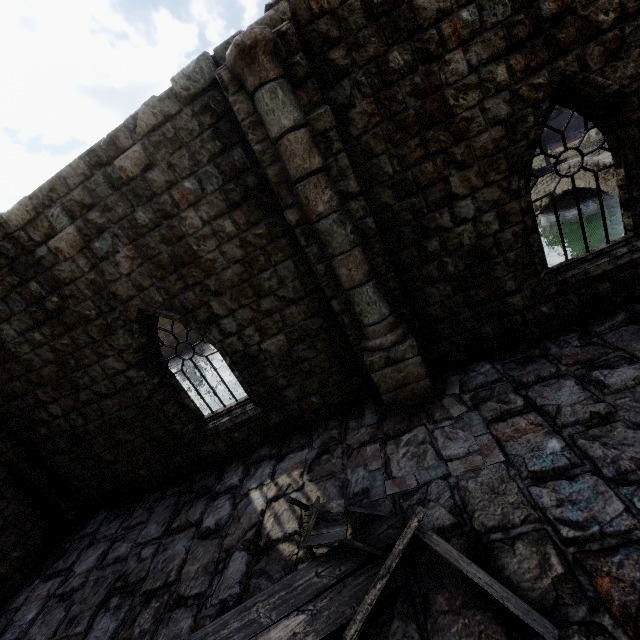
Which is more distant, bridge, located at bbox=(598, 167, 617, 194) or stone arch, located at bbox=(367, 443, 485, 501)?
bridge, located at bbox=(598, 167, 617, 194)

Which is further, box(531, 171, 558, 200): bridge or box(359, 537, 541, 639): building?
box(531, 171, 558, 200): bridge

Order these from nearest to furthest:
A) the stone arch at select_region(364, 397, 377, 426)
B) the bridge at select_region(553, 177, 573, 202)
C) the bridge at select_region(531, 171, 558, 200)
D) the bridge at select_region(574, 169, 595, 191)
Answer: the stone arch at select_region(364, 397, 377, 426) < the bridge at select_region(574, 169, 595, 191) < the bridge at select_region(553, 177, 573, 202) < the bridge at select_region(531, 171, 558, 200)

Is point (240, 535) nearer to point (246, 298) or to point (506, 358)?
point (246, 298)

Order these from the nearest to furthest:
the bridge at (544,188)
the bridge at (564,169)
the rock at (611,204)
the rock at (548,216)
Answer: the bridge at (564,169)
the bridge at (544,188)
the rock at (611,204)
the rock at (548,216)

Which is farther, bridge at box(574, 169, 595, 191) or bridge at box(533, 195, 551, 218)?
bridge at box(533, 195, 551, 218)

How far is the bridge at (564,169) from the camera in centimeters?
1925cm

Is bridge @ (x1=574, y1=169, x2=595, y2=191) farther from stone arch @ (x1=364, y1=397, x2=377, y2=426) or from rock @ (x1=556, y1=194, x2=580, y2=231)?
stone arch @ (x1=364, y1=397, x2=377, y2=426)
